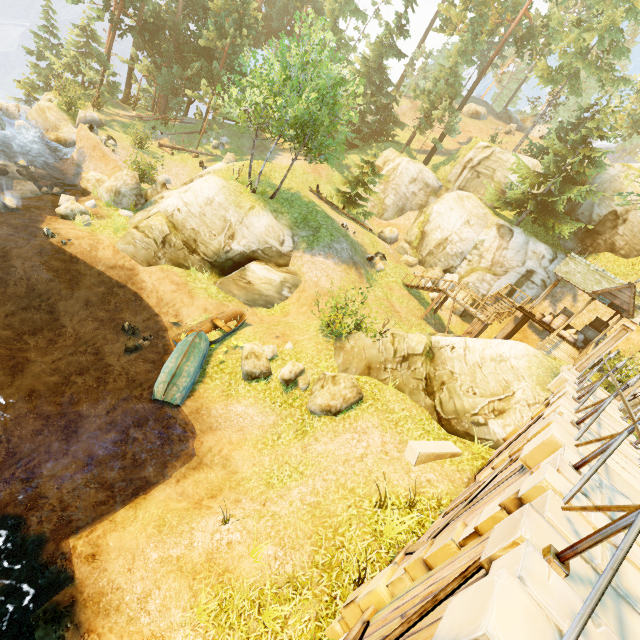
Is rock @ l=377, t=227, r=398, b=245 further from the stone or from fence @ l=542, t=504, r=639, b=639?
the stone

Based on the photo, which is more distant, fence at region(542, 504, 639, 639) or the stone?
the stone

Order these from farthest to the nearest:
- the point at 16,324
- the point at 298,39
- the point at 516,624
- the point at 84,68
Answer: the point at 298,39 → the point at 84,68 → the point at 16,324 → the point at 516,624

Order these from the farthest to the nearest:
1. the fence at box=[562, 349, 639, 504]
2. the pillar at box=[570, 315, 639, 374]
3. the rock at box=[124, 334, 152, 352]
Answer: the rock at box=[124, 334, 152, 352] < the pillar at box=[570, 315, 639, 374] < the fence at box=[562, 349, 639, 504]

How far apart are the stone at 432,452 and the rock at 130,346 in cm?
1168

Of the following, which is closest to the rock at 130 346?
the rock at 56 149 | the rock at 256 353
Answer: the rock at 256 353

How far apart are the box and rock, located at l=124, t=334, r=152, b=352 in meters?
26.1 m

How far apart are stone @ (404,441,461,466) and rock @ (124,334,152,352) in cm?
1168
